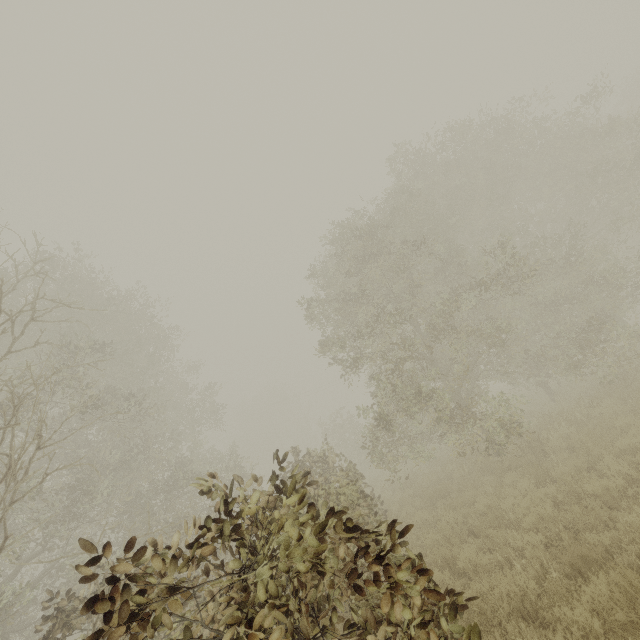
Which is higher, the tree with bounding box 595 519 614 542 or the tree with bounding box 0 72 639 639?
the tree with bounding box 0 72 639 639

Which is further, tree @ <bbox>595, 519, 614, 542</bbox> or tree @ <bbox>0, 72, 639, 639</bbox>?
tree @ <bbox>595, 519, 614, 542</bbox>

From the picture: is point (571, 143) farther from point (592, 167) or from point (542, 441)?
point (542, 441)

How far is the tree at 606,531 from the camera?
5.0 meters

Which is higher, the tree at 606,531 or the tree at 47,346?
the tree at 47,346

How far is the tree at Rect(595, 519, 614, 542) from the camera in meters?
5.0 m
